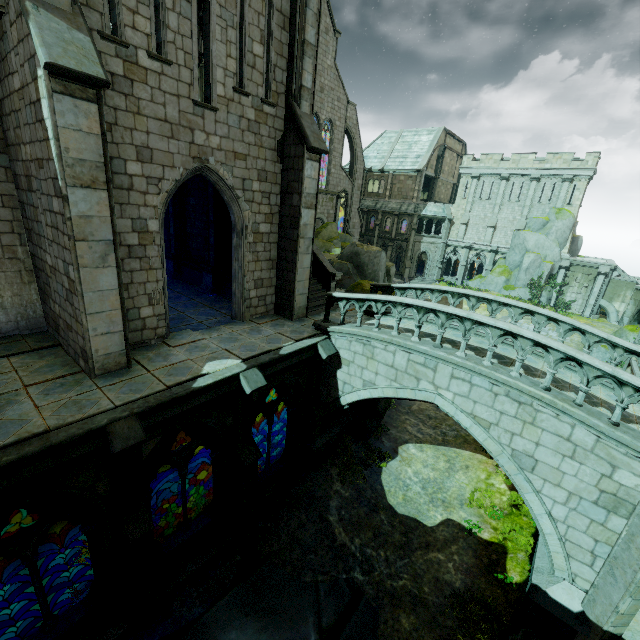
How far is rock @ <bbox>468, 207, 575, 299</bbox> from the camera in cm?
3600

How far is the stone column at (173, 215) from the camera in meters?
15.7

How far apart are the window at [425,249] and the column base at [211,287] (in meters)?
35.46

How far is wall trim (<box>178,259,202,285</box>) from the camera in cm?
1570

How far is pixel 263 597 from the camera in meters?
9.3 m

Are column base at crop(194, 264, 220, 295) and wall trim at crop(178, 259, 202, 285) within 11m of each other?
yes

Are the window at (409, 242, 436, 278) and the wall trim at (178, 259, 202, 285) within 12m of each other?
no
